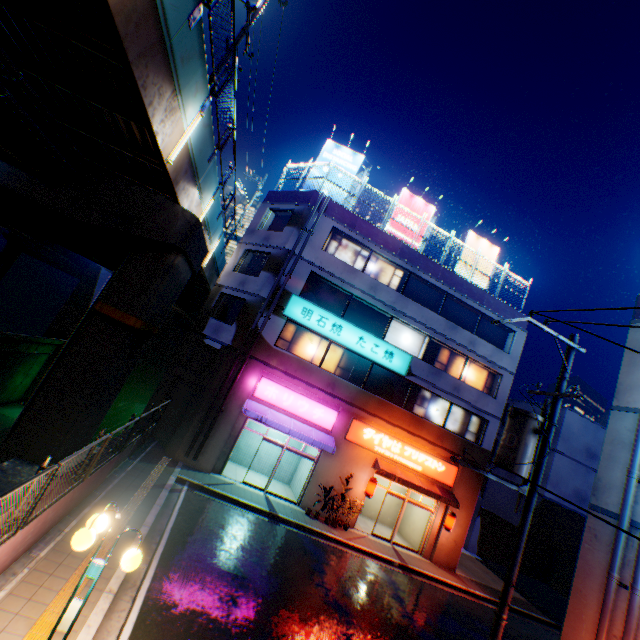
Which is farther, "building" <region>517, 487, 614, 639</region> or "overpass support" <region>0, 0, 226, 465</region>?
"building" <region>517, 487, 614, 639</region>

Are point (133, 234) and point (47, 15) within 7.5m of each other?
yes

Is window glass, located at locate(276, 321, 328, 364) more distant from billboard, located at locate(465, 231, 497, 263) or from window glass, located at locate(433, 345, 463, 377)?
billboard, located at locate(465, 231, 497, 263)

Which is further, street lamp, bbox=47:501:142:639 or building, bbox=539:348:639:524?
building, bbox=539:348:639:524

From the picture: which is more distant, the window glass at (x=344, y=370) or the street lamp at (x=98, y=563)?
the window glass at (x=344, y=370)

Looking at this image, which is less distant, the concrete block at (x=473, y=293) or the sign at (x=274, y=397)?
the sign at (x=274, y=397)

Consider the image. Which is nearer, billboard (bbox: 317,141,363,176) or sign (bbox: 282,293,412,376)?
sign (bbox: 282,293,412,376)

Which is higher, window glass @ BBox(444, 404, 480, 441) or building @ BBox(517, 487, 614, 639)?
window glass @ BBox(444, 404, 480, 441)
